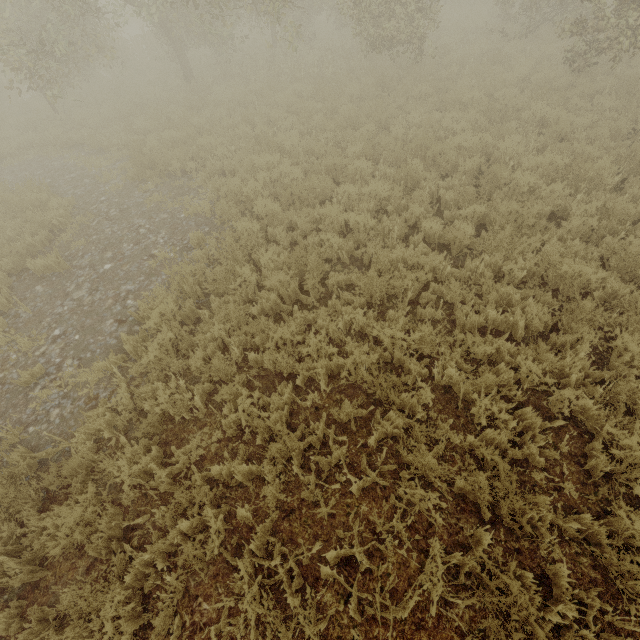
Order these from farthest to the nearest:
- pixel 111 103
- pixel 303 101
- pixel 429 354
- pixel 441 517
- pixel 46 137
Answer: pixel 111 103
pixel 46 137
pixel 303 101
pixel 429 354
pixel 441 517
